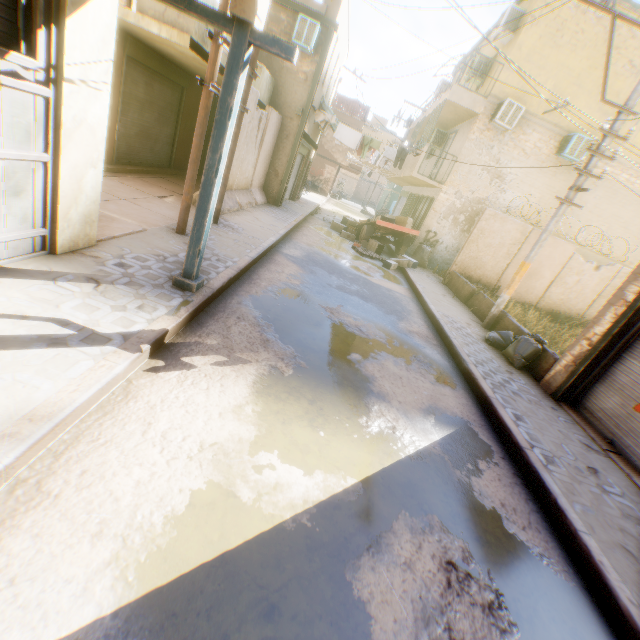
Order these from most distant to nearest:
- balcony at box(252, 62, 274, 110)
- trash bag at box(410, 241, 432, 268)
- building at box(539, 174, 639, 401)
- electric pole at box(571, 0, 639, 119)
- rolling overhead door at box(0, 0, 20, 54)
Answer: trash bag at box(410, 241, 432, 268) < balcony at box(252, 62, 274, 110) < electric pole at box(571, 0, 639, 119) < building at box(539, 174, 639, 401) < rolling overhead door at box(0, 0, 20, 54)

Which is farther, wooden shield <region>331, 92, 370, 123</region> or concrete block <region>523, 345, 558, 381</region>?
wooden shield <region>331, 92, 370, 123</region>

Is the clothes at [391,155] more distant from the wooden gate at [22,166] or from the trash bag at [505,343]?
the trash bag at [505,343]

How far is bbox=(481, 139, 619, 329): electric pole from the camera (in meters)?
7.40

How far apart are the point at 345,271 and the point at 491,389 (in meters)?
5.49

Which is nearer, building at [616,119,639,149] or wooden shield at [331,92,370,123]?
building at [616,119,639,149]

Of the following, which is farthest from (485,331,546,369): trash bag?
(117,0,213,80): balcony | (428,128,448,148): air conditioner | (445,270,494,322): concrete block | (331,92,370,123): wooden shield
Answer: (331,92,370,123): wooden shield

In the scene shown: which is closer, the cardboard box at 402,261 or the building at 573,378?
the building at 573,378
